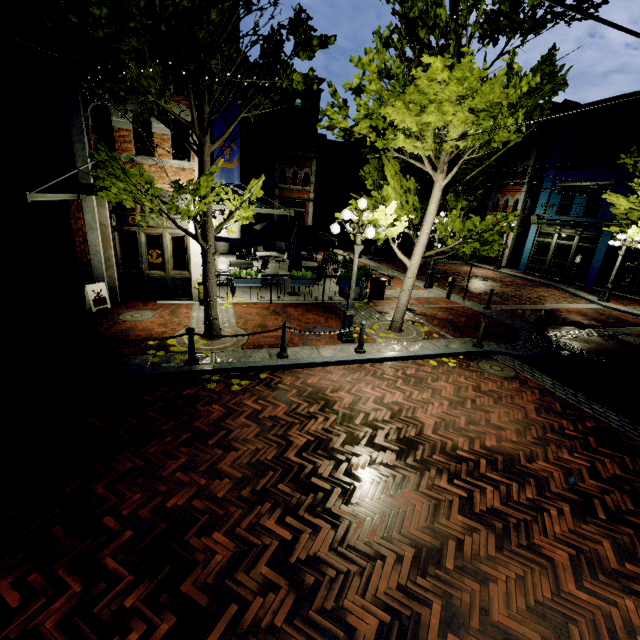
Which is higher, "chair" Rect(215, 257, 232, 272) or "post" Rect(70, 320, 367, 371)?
"chair" Rect(215, 257, 232, 272)

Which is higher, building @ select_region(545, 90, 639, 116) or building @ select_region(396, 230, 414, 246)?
building @ select_region(545, 90, 639, 116)

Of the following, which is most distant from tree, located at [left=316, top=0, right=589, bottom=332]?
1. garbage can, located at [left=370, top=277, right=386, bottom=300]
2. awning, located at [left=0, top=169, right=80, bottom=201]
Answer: garbage can, located at [left=370, top=277, right=386, bottom=300]

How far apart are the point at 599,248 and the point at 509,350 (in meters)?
16.97

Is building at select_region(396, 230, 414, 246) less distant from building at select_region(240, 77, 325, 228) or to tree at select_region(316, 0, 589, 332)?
tree at select_region(316, 0, 589, 332)

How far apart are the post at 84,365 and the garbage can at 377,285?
7.4 meters

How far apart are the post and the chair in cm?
642

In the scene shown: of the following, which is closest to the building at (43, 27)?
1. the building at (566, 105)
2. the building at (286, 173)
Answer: the building at (286, 173)
